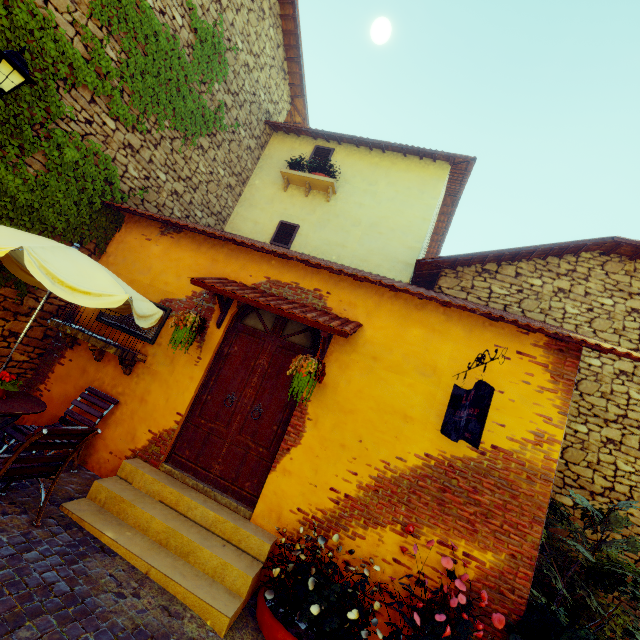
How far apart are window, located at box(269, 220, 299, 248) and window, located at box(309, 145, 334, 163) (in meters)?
1.93

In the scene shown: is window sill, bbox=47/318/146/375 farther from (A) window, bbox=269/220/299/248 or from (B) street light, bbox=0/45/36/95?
(A) window, bbox=269/220/299/248

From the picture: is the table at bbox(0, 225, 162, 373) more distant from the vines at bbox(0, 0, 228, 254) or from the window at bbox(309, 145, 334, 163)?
the window at bbox(309, 145, 334, 163)

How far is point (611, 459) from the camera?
5.44m

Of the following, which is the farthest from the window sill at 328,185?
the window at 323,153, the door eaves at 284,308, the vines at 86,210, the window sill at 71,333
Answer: the window sill at 71,333

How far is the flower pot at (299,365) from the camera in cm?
385

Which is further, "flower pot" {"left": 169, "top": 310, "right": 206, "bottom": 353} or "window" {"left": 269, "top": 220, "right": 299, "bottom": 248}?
"window" {"left": 269, "top": 220, "right": 299, "bottom": 248}

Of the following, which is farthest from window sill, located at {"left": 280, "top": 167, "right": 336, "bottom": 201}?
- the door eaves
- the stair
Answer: the stair
